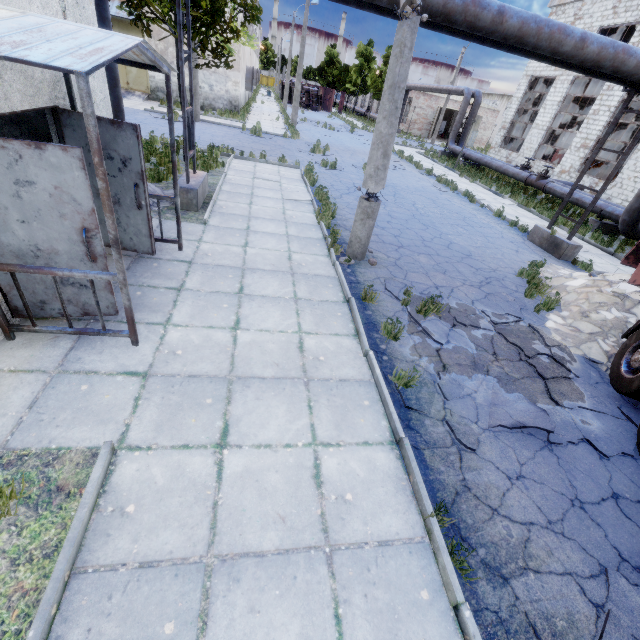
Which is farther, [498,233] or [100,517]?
[498,233]

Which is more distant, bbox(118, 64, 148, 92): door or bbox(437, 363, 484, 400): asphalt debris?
bbox(118, 64, 148, 92): door

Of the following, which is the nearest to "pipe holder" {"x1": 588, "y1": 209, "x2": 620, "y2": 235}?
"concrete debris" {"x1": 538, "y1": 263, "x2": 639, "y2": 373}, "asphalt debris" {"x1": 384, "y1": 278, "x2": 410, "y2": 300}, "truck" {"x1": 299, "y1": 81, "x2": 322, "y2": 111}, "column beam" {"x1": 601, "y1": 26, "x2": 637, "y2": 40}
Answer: "concrete debris" {"x1": 538, "y1": 263, "x2": 639, "y2": 373}

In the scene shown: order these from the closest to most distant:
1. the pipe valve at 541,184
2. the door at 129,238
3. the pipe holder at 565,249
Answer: the door at 129,238
the pipe holder at 565,249
the pipe valve at 541,184

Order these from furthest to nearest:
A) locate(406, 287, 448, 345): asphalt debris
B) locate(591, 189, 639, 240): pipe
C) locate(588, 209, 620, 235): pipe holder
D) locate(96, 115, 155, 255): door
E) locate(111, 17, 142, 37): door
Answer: locate(111, 17, 142, 37): door, locate(588, 209, 620, 235): pipe holder, locate(591, 189, 639, 240): pipe, locate(406, 287, 448, 345): asphalt debris, locate(96, 115, 155, 255): door

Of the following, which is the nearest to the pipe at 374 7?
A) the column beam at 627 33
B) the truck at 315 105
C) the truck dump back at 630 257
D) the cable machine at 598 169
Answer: the cable machine at 598 169

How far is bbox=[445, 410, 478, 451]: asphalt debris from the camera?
4.0m

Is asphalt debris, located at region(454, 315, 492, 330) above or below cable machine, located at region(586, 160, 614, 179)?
below
